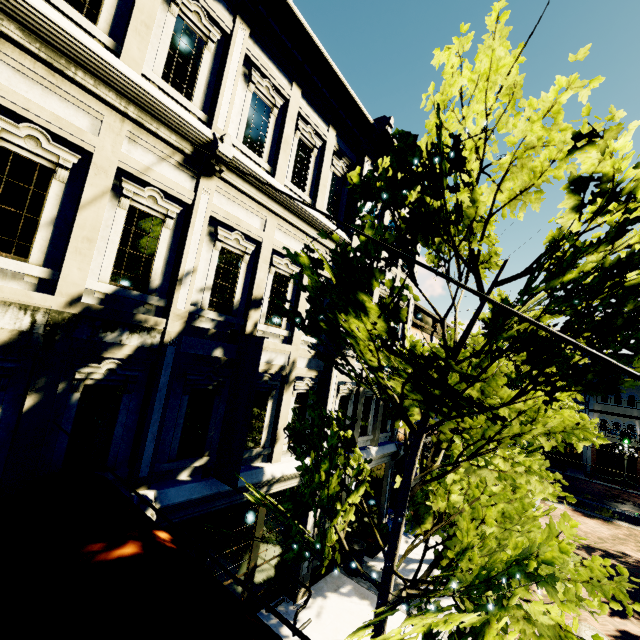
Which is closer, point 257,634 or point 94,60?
point 257,634

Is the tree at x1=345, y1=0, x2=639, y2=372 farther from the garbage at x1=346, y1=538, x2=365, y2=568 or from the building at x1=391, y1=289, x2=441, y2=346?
the garbage at x1=346, y1=538, x2=365, y2=568

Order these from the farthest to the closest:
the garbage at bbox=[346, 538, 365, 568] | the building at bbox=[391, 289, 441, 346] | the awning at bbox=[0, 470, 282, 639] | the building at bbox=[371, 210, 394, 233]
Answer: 1. the building at bbox=[391, 289, 441, 346]
2. the building at bbox=[371, 210, 394, 233]
3. the garbage at bbox=[346, 538, 365, 568]
4. the awning at bbox=[0, 470, 282, 639]

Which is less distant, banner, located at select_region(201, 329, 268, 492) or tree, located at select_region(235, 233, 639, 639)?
tree, located at select_region(235, 233, 639, 639)

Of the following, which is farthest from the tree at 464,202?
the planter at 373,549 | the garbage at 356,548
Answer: the garbage at 356,548

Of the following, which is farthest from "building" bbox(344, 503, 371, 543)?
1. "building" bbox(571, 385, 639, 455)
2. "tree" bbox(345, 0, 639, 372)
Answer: "building" bbox(571, 385, 639, 455)

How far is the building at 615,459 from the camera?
31.0m

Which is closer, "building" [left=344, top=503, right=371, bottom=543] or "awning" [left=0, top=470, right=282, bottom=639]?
"awning" [left=0, top=470, right=282, bottom=639]
